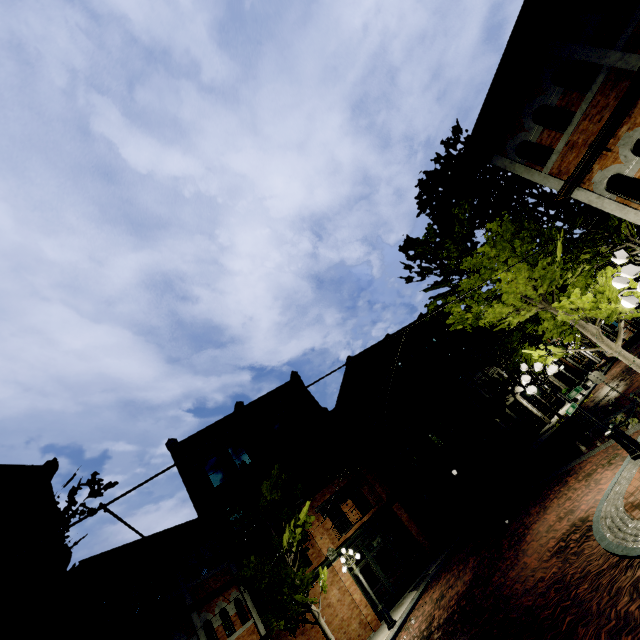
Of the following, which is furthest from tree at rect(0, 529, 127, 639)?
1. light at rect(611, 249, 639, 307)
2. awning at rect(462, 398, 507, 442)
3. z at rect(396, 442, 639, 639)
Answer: light at rect(611, 249, 639, 307)

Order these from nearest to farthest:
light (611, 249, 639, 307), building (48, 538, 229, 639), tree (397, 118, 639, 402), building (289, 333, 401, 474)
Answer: light (611, 249, 639, 307) < tree (397, 118, 639, 402) < building (48, 538, 229, 639) < building (289, 333, 401, 474)

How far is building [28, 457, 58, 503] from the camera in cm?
1395

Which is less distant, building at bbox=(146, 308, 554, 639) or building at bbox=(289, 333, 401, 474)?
building at bbox=(146, 308, 554, 639)

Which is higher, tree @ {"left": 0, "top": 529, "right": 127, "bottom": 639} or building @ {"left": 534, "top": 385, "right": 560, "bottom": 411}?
tree @ {"left": 0, "top": 529, "right": 127, "bottom": 639}

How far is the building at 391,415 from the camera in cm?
2405

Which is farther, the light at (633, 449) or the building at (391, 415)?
the building at (391, 415)

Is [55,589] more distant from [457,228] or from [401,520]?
[401,520]
